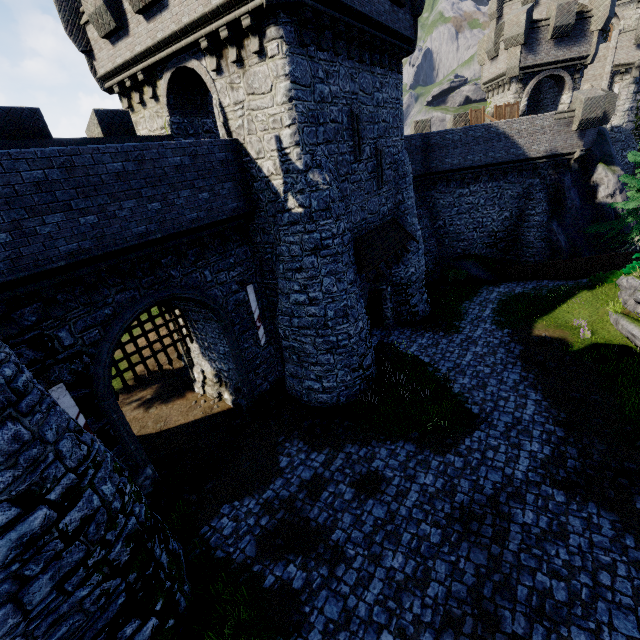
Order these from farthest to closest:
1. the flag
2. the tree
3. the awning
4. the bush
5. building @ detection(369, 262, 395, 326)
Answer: the tree < building @ detection(369, 262, 395, 326) < the bush < the awning < the flag

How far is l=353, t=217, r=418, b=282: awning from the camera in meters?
14.1

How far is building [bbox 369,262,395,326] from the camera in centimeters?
1772cm

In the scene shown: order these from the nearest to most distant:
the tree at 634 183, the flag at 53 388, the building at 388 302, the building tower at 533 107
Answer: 1. the flag at 53 388
2. the building at 388 302
3. the tree at 634 183
4. the building tower at 533 107

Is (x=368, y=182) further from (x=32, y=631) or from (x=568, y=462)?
(x=32, y=631)

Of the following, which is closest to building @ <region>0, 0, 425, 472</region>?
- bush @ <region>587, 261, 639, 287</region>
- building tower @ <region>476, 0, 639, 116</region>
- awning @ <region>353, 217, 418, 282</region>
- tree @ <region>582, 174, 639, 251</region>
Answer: awning @ <region>353, 217, 418, 282</region>

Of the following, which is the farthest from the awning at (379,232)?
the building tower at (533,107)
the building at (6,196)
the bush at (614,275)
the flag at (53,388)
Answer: the building tower at (533,107)

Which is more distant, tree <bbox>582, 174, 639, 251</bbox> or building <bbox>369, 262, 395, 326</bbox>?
tree <bbox>582, 174, 639, 251</bbox>
